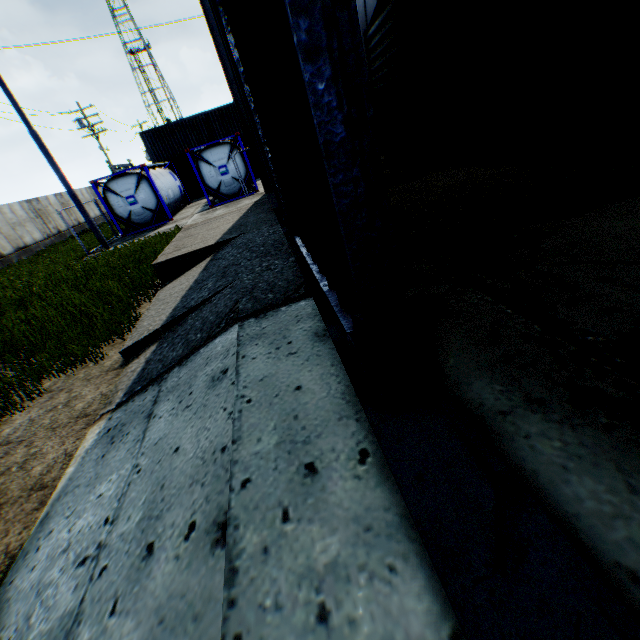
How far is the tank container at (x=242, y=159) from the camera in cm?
1744

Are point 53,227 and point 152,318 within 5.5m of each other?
no

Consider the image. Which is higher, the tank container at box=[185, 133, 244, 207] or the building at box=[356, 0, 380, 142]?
the building at box=[356, 0, 380, 142]

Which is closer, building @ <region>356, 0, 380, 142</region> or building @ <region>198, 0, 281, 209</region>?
building @ <region>198, 0, 281, 209</region>

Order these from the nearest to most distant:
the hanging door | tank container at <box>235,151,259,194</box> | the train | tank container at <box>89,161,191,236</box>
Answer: the hanging door
the train
tank container at <box>89,161,191,236</box>
tank container at <box>235,151,259,194</box>

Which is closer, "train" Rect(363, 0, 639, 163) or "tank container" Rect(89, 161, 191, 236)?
"train" Rect(363, 0, 639, 163)

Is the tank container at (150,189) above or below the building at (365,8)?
below

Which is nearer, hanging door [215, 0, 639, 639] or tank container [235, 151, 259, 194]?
hanging door [215, 0, 639, 639]
